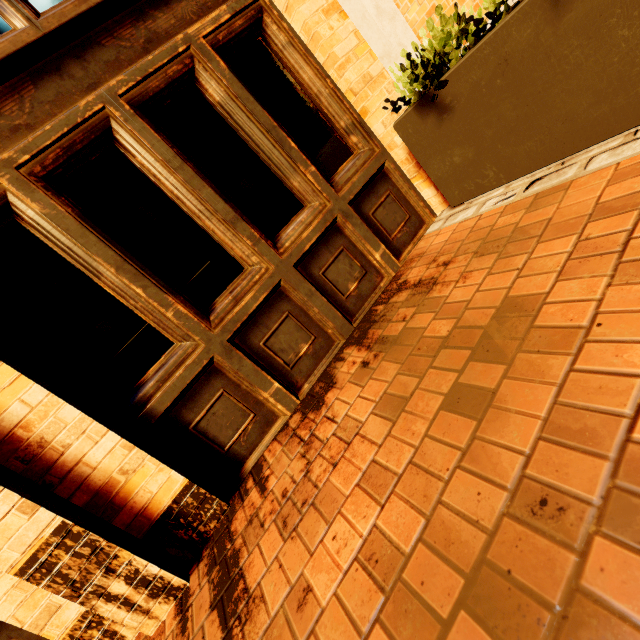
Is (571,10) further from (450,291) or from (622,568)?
(622,568)
